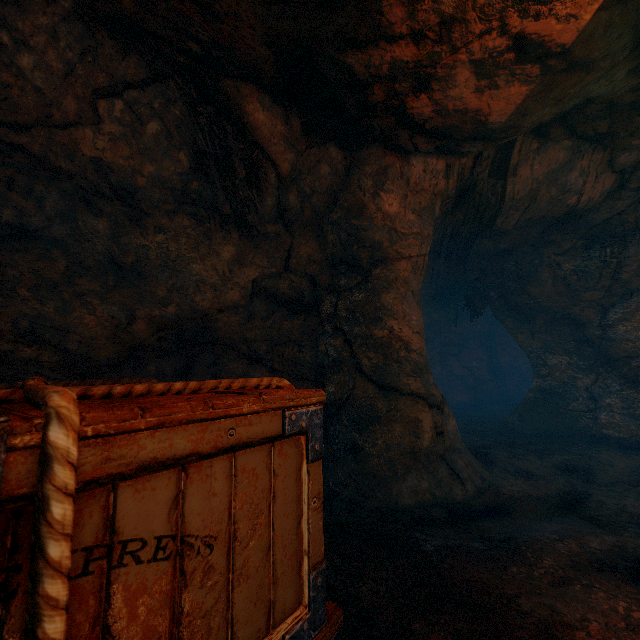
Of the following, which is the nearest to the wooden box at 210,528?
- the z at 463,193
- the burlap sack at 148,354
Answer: the burlap sack at 148,354

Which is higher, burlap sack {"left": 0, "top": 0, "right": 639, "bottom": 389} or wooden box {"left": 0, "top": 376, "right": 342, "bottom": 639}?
burlap sack {"left": 0, "top": 0, "right": 639, "bottom": 389}

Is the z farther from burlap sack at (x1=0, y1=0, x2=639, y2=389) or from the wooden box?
the wooden box

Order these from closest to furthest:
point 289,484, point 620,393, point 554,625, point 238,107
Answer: point 289,484, point 554,625, point 238,107, point 620,393

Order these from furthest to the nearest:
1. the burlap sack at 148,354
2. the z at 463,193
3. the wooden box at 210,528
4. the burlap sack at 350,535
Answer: the z at 463,193
the burlap sack at 148,354
the burlap sack at 350,535
the wooden box at 210,528

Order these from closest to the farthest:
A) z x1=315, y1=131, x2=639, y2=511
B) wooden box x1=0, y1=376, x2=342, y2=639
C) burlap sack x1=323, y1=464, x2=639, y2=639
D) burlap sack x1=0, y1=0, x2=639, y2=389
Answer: wooden box x1=0, y1=376, x2=342, y2=639, burlap sack x1=323, y1=464, x2=639, y2=639, burlap sack x1=0, y1=0, x2=639, y2=389, z x1=315, y1=131, x2=639, y2=511

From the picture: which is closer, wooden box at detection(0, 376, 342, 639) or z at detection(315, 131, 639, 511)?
wooden box at detection(0, 376, 342, 639)

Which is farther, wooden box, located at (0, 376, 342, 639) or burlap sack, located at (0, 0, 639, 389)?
burlap sack, located at (0, 0, 639, 389)
